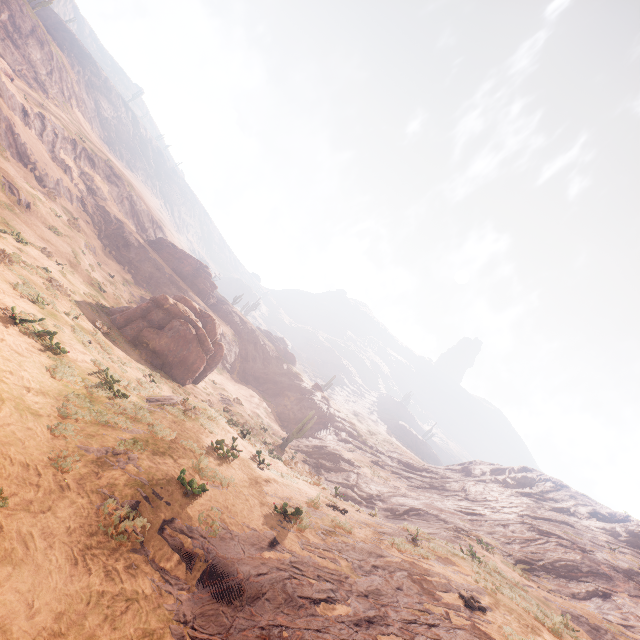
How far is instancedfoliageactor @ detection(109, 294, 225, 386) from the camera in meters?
22.0 m

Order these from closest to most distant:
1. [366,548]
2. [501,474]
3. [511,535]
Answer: [366,548] → [511,535] → [501,474]

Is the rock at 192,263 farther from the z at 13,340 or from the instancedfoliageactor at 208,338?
the z at 13,340

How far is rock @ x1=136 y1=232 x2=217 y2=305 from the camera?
50.7m

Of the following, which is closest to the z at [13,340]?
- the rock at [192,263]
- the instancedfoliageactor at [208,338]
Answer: the instancedfoliageactor at [208,338]

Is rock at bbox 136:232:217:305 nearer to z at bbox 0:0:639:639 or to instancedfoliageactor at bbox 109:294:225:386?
instancedfoliageactor at bbox 109:294:225:386

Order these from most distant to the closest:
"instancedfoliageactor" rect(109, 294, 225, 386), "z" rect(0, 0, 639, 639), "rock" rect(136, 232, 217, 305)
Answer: "rock" rect(136, 232, 217, 305)
"instancedfoliageactor" rect(109, 294, 225, 386)
"z" rect(0, 0, 639, 639)
